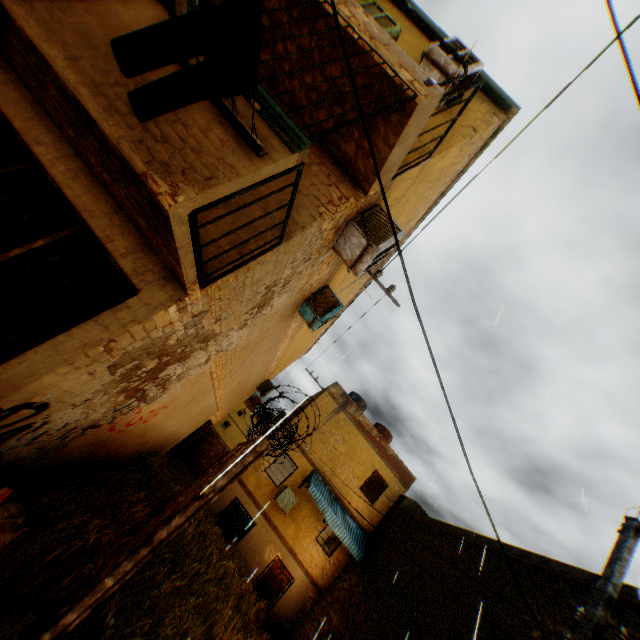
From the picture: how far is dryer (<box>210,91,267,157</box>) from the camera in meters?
2.5 m

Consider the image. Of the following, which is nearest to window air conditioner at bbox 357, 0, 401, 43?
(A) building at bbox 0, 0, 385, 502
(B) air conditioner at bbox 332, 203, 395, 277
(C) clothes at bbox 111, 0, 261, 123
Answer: (A) building at bbox 0, 0, 385, 502

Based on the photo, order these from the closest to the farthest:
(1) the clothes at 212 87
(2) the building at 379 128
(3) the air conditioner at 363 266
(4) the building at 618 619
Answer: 1. (1) the clothes at 212 87
2. (2) the building at 379 128
3. (3) the air conditioner at 363 266
4. (4) the building at 618 619

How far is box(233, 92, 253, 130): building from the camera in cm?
275

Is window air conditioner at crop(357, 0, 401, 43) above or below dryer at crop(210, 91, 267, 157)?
above

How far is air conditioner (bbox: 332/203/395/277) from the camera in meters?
5.2

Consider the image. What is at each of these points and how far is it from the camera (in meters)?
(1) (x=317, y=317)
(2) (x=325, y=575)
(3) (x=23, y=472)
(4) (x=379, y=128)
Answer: (1) air conditioner, 7.90
(2) building, 15.16
(3) building, 4.60
(4) building, 4.08

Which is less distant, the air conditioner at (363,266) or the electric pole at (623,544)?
the electric pole at (623,544)
